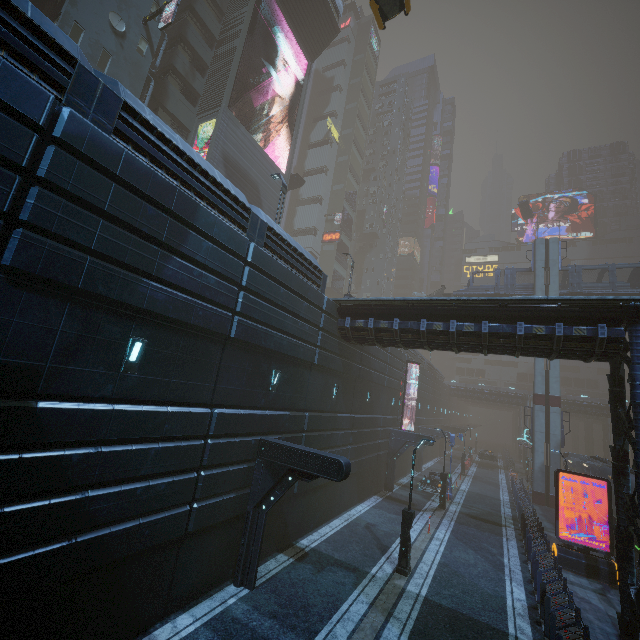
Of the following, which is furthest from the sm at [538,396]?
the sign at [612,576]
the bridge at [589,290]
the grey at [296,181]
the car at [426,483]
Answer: the grey at [296,181]

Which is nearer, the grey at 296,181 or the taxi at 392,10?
the taxi at 392,10

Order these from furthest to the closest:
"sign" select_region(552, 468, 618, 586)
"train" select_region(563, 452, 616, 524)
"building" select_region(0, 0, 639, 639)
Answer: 1. "train" select_region(563, 452, 616, 524)
2. "sign" select_region(552, 468, 618, 586)
3. "building" select_region(0, 0, 639, 639)

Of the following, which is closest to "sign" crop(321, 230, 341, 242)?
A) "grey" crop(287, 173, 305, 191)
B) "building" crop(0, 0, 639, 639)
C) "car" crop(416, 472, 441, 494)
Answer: "building" crop(0, 0, 639, 639)

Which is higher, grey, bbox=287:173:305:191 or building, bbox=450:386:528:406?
grey, bbox=287:173:305:191

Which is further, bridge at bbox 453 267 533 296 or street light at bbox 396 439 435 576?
bridge at bbox 453 267 533 296

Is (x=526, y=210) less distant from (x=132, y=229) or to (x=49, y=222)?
(x=132, y=229)

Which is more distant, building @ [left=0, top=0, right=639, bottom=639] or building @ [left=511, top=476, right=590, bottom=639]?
building @ [left=511, top=476, right=590, bottom=639]
